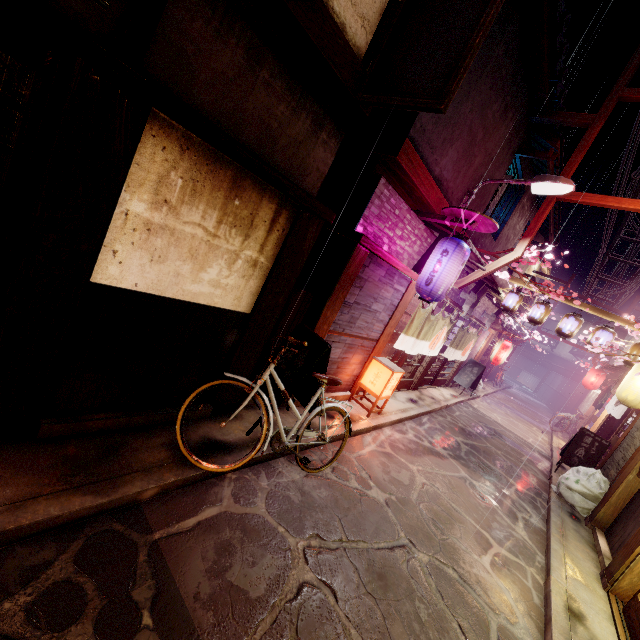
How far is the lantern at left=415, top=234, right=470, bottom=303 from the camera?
9.6m

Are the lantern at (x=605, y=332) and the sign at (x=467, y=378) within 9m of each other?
yes

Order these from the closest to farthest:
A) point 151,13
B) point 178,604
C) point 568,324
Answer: point 151,13 → point 178,604 → point 568,324

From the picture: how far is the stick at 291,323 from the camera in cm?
837

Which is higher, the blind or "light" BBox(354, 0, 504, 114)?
"light" BBox(354, 0, 504, 114)

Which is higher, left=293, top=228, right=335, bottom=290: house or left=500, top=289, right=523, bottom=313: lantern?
left=500, top=289, right=523, bottom=313: lantern

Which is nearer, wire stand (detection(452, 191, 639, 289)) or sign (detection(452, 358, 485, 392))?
wire stand (detection(452, 191, 639, 289))

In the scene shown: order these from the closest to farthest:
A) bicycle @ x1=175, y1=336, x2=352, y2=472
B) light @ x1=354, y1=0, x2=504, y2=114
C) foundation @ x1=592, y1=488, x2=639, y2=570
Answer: light @ x1=354, y1=0, x2=504, y2=114
bicycle @ x1=175, y1=336, x2=352, y2=472
foundation @ x1=592, y1=488, x2=639, y2=570
